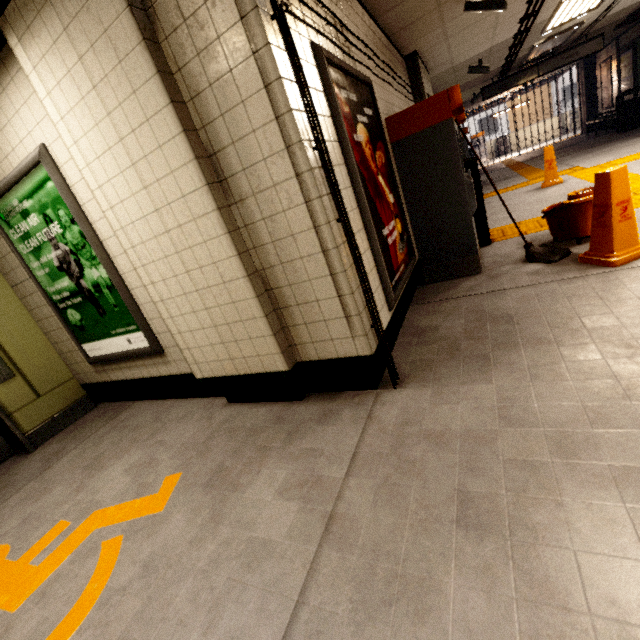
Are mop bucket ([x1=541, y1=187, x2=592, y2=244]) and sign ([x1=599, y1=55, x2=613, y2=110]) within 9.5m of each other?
no

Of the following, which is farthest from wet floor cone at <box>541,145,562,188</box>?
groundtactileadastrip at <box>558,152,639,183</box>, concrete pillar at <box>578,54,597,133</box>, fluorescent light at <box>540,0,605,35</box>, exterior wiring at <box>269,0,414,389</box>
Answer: concrete pillar at <box>578,54,597,133</box>

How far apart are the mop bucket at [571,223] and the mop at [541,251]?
0.1m

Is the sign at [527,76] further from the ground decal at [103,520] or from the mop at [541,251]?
the ground decal at [103,520]

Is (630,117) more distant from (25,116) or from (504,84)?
(25,116)

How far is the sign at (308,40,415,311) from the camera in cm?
207

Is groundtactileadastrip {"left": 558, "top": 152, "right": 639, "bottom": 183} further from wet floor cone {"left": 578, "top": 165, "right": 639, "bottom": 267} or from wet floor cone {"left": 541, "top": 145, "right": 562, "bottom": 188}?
wet floor cone {"left": 578, "top": 165, "right": 639, "bottom": 267}

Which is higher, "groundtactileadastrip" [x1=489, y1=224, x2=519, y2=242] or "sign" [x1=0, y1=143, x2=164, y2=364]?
"sign" [x1=0, y1=143, x2=164, y2=364]
